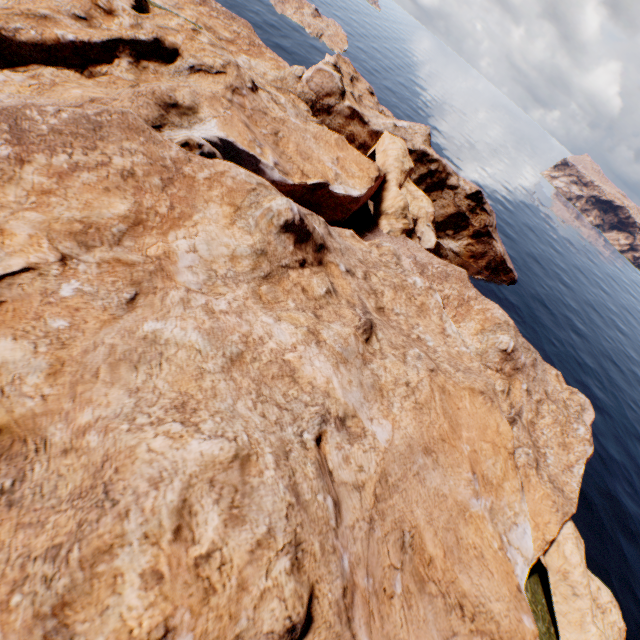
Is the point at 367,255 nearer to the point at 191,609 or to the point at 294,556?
the point at 294,556
